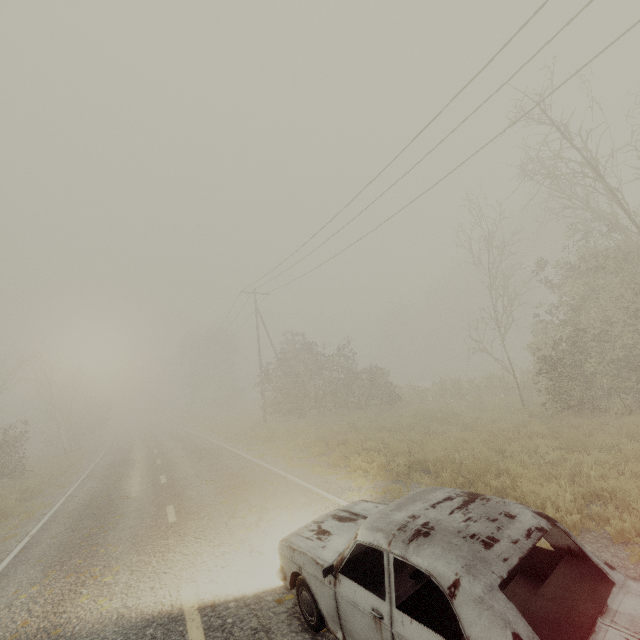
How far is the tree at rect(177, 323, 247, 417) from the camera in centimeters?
4962cm

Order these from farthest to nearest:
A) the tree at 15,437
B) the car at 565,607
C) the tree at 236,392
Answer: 1. the tree at 236,392
2. the tree at 15,437
3. the car at 565,607

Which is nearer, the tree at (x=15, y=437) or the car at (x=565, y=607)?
the car at (x=565, y=607)

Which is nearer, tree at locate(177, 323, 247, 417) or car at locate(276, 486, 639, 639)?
car at locate(276, 486, 639, 639)

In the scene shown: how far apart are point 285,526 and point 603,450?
7.5 meters

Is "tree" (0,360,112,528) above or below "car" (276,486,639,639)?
above

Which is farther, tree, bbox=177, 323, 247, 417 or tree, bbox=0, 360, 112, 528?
A: tree, bbox=177, 323, 247, 417
